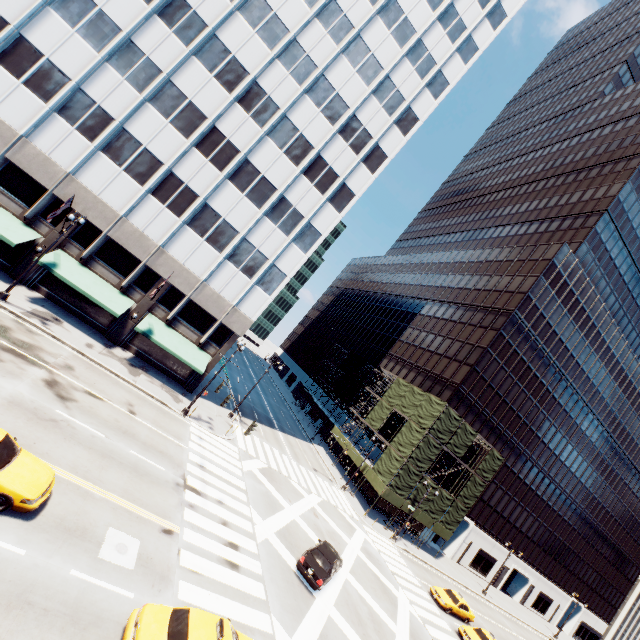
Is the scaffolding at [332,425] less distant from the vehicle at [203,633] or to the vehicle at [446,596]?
the vehicle at [446,596]

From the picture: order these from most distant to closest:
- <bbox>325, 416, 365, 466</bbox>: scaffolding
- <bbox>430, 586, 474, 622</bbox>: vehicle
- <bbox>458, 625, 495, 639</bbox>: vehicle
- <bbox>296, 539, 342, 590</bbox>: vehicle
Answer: <bbox>325, 416, 365, 466</bbox>: scaffolding, <bbox>430, 586, 474, 622</bbox>: vehicle, <bbox>458, 625, 495, 639</bbox>: vehicle, <bbox>296, 539, 342, 590</bbox>: vehicle

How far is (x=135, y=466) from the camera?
16.42m

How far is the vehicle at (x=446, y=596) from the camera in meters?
28.5 m

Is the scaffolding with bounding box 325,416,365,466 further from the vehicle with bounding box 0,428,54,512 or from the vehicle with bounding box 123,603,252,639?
the vehicle with bounding box 0,428,54,512

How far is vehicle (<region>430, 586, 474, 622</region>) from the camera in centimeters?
2855cm

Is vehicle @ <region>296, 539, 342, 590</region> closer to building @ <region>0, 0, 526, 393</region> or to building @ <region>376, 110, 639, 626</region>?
building @ <region>0, 0, 526, 393</region>

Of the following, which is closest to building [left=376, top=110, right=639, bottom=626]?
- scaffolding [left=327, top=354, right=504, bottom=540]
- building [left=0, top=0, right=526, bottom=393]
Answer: scaffolding [left=327, top=354, right=504, bottom=540]
